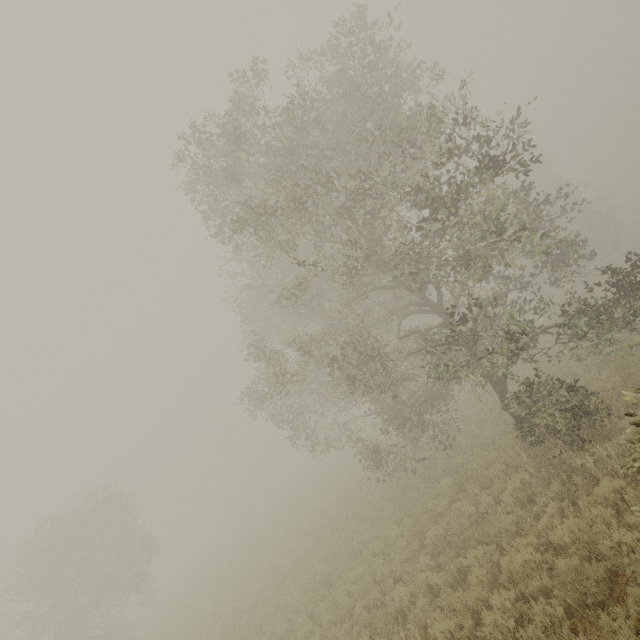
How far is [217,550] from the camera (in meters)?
40.06
